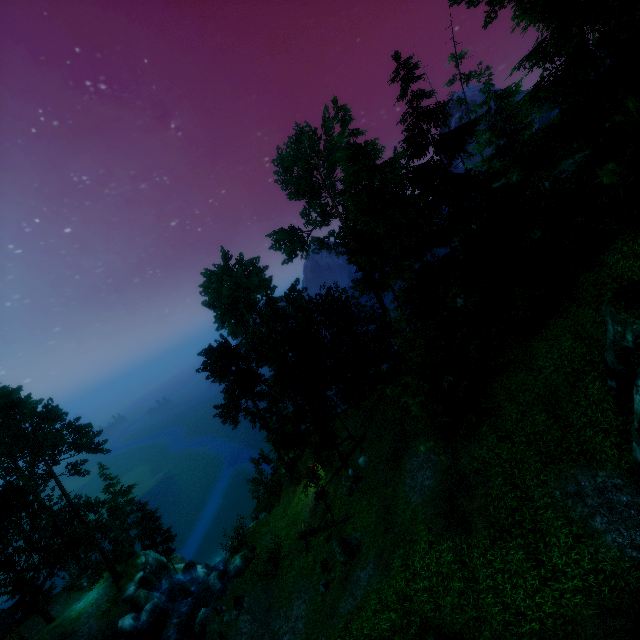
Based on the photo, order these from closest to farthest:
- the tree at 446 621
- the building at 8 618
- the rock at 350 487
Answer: the tree at 446 621
the rock at 350 487
the building at 8 618

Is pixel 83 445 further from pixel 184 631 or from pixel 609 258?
pixel 609 258

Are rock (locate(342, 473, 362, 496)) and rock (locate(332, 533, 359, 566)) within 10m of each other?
yes

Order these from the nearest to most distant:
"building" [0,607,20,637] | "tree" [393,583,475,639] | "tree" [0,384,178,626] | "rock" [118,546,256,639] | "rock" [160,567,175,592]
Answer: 1. "tree" [393,583,475,639]
2. "rock" [118,546,256,639]
3. "building" [0,607,20,637]
4. "tree" [0,384,178,626]
5. "rock" [160,567,175,592]

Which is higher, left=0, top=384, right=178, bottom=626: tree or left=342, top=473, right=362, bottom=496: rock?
left=0, top=384, right=178, bottom=626: tree

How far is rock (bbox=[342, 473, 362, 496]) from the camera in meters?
23.8 m

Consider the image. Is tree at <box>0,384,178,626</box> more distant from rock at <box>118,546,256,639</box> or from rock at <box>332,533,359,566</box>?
rock at <box>118,546,256,639</box>

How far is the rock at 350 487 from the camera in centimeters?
2377cm
